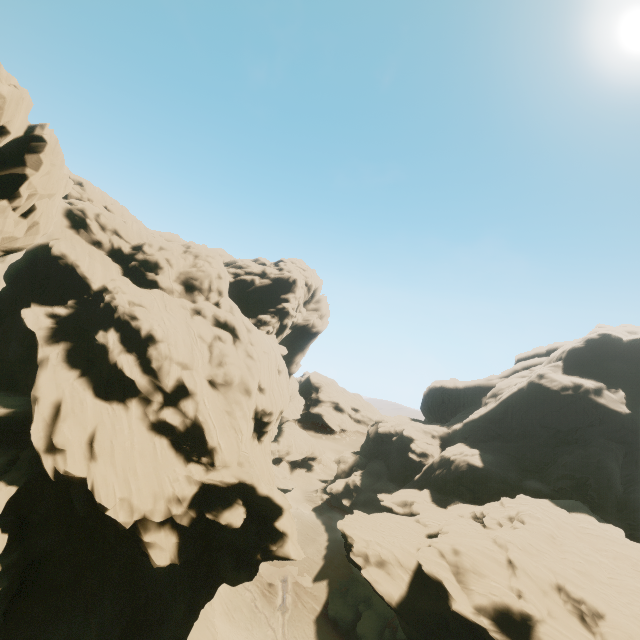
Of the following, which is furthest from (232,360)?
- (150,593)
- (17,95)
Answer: (17,95)

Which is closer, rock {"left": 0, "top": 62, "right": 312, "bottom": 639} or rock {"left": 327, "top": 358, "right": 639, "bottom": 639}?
rock {"left": 0, "top": 62, "right": 312, "bottom": 639}

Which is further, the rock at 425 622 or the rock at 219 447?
the rock at 425 622
